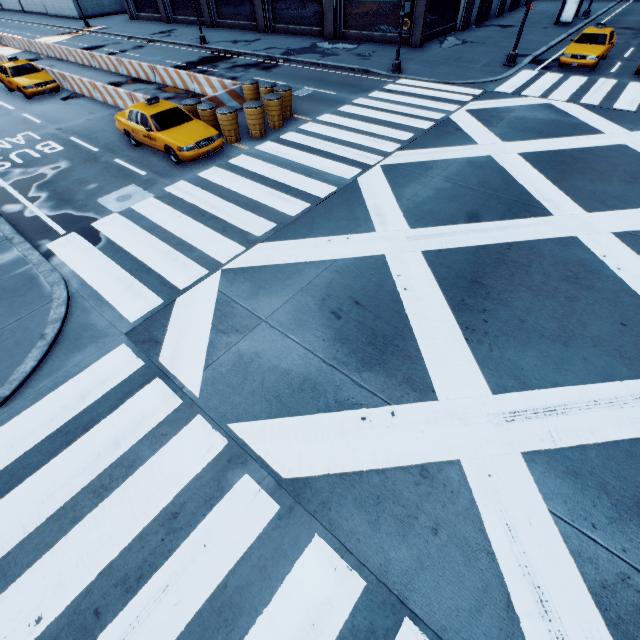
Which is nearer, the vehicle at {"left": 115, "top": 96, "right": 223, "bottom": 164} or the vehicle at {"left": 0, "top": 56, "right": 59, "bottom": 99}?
the vehicle at {"left": 115, "top": 96, "right": 223, "bottom": 164}

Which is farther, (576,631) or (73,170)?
(73,170)

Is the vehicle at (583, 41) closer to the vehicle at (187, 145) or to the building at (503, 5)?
the building at (503, 5)

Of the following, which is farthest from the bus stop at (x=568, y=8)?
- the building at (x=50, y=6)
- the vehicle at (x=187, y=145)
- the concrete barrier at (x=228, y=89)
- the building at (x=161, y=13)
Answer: the building at (x=50, y=6)

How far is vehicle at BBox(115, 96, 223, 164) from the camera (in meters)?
11.51

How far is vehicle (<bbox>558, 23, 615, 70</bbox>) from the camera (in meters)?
17.30

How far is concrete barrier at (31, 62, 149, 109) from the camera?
16.0 meters

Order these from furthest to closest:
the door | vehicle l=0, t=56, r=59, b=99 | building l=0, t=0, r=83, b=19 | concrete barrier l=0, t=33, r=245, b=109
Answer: building l=0, t=0, r=83, b=19
the door
vehicle l=0, t=56, r=59, b=99
concrete barrier l=0, t=33, r=245, b=109
